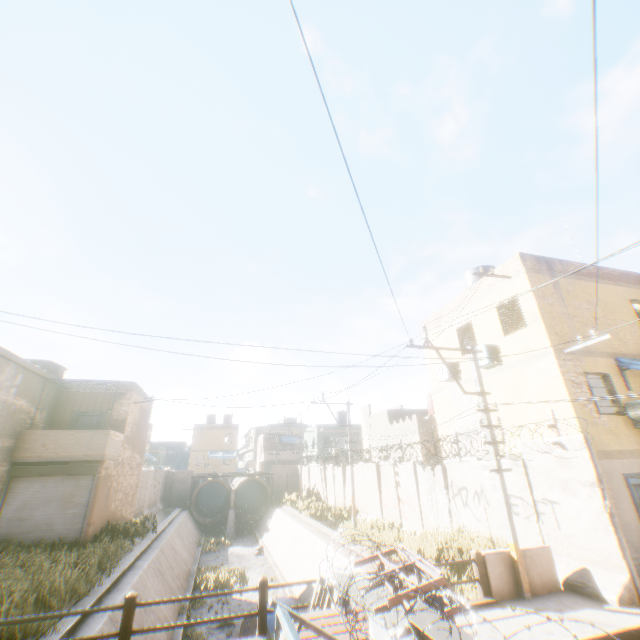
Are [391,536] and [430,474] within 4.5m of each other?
yes

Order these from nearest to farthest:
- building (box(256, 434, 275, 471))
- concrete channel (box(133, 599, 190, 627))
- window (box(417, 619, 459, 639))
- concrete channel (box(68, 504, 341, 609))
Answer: window (box(417, 619, 459, 639))
concrete channel (box(133, 599, 190, 627))
concrete channel (box(68, 504, 341, 609))
building (box(256, 434, 275, 471))

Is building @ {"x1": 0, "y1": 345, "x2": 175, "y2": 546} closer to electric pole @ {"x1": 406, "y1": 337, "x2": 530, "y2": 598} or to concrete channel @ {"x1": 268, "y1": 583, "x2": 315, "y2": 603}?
concrete channel @ {"x1": 268, "y1": 583, "x2": 315, "y2": 603}

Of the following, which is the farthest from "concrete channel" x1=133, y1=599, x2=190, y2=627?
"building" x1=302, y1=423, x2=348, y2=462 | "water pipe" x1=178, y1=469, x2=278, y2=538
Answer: "building" x1=302, y1=423, x2=348, y2=462

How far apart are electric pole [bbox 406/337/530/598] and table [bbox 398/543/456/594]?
3.7 meters

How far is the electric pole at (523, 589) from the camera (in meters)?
7.62

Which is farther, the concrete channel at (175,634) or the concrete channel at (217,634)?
the concrete channel at (217,634)

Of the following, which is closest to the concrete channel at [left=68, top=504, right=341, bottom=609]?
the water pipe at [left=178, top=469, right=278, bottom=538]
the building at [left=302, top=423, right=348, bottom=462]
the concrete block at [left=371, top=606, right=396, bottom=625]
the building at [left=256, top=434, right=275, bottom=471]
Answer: the water pipe at [left=178, top=469, right=278, bottom=538]
